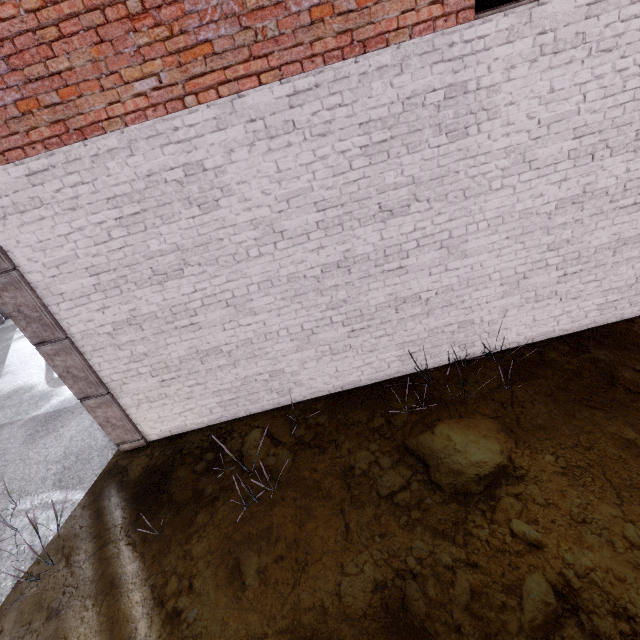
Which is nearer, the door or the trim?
the door

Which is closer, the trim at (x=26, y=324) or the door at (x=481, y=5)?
the door at (x=481, y=5)

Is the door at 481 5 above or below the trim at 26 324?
above

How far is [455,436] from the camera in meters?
3.9 m

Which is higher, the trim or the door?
the door
